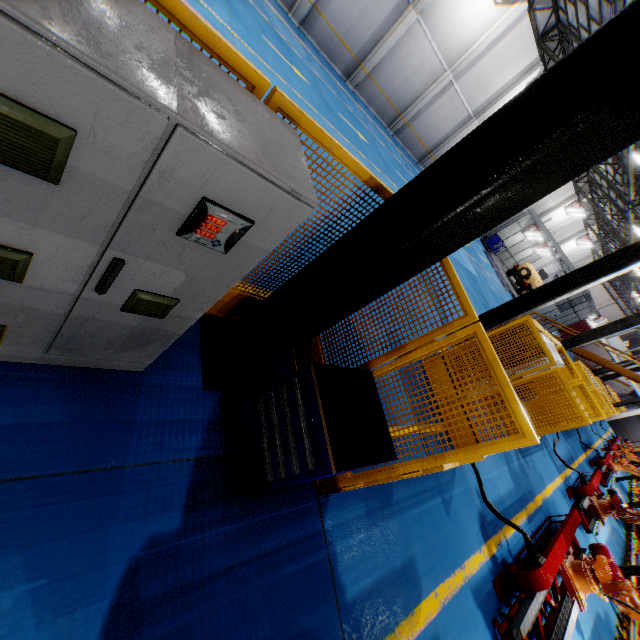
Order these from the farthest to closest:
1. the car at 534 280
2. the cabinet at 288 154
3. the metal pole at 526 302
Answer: the car at 534 280 < the metal pole at 526 302 < the cabinet at 288 154

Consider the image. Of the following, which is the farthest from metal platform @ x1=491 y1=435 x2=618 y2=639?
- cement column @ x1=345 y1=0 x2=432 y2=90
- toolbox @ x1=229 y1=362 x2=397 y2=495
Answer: cement column @ x1=345 y1=0 x2=432 y2=90

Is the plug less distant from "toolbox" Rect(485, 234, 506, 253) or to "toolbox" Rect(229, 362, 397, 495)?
"toolbox" Rect(229, 362, 397, 495)

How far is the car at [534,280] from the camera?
28.1 meters

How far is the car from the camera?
28.1 meters

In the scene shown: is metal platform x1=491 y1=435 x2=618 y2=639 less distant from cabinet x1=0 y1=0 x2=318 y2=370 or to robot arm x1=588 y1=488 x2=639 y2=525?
robot arm x1=588 y1=488 x2=639 y2=525

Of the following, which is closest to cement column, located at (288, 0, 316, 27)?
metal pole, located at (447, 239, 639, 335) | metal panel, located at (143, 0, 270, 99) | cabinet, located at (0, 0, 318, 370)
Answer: metal pole, located at (447, 239, 639, 335)

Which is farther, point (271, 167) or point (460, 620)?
point (460, 620)
